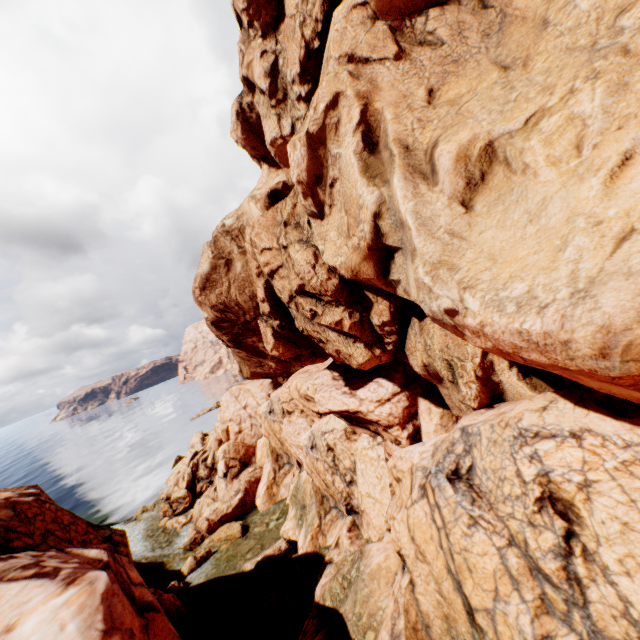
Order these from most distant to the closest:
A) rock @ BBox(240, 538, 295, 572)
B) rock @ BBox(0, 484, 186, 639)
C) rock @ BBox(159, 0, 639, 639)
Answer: rock @ BBox(240, 538, 295, 572)
rock @ BBox(0, 484, 186, 639)
rock @ BBox(159, 0, 639, 639)

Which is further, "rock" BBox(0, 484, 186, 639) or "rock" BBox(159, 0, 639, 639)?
"rock" BBox(0, 484, 186, 639)

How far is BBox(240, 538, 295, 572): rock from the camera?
21.5 meters

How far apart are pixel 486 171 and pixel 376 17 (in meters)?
7.38

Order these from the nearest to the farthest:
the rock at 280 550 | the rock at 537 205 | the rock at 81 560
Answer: the rock at 537 205
the rock at 81 560
the rock at 280 550

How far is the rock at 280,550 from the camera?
21.53m
